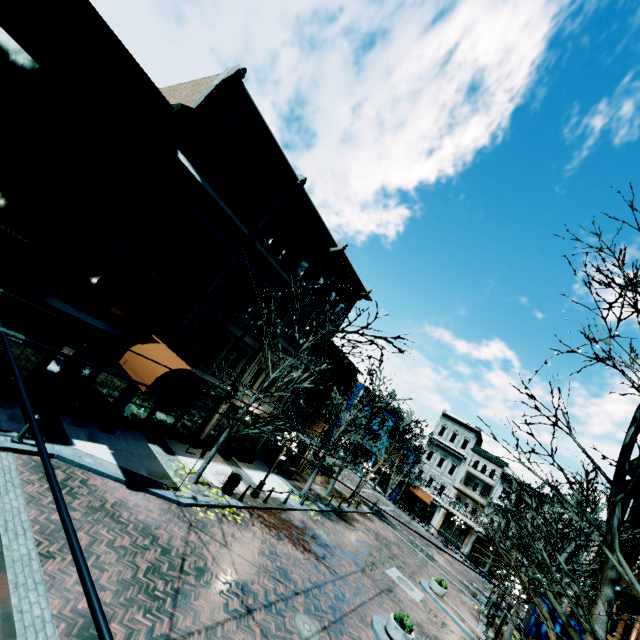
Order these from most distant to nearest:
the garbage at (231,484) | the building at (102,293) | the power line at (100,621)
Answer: the garbage at (231,484), the building at (102,293), the power line at (100,621)

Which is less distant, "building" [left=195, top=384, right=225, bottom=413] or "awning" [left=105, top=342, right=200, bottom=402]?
"awning" [left=105, top=342, right=200, bottom=402]

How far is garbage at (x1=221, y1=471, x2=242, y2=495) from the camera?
14.4 meters

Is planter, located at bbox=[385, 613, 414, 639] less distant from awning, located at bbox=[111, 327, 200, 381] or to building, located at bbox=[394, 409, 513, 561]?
awning, located at bbox=[111, 327, 200, 381]

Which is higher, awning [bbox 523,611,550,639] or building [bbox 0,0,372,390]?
building [bbox 0,0,372,390]

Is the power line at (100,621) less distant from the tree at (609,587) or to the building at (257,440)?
the tree at (609,587)

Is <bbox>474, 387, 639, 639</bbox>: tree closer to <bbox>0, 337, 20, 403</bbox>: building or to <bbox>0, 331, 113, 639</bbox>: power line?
<bbox>0, 331, 113, 639</bbox>: power line

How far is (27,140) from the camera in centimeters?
862cm
